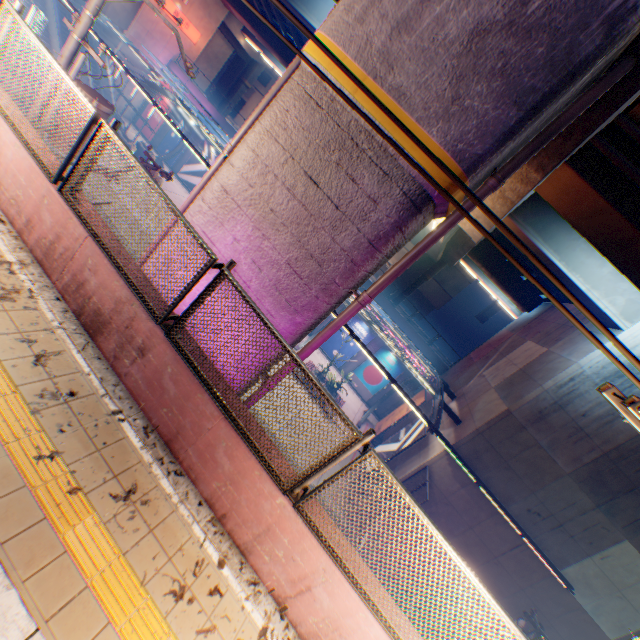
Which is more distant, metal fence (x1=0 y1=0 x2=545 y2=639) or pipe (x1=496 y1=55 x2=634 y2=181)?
pipe (x1=496 y1=55 x2=634 y2=181)

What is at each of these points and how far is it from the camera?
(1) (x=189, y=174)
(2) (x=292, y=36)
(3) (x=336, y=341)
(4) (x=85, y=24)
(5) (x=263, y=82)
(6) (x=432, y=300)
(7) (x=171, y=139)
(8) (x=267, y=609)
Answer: (1) billboard, 30.50m
(2) overpass support, 24.12m
(3) billboard, 27.30m
(4) electric pole, 6.68m
(5) building, 49.69m
(6) building, 44.28m
(7) billboard, 30.81m
(8) concrete curb, 3.70m

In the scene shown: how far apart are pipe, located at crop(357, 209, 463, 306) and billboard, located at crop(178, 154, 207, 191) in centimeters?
2883cm

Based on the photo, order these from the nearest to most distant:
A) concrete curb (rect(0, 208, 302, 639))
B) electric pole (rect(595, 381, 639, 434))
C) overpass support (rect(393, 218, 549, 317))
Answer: electric pole (rect(595, 381, 639, 434)) → concrete curb (rect(0, 208, 302, 639)) → overpass support (rect(393, 218, 549, 317))

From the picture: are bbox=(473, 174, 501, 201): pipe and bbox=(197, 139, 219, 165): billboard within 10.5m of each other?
no

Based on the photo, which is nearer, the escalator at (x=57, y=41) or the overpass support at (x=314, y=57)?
the overpass support at (x=314, y=57)

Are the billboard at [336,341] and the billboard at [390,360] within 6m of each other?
yes

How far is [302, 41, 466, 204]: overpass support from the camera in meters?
4.4
